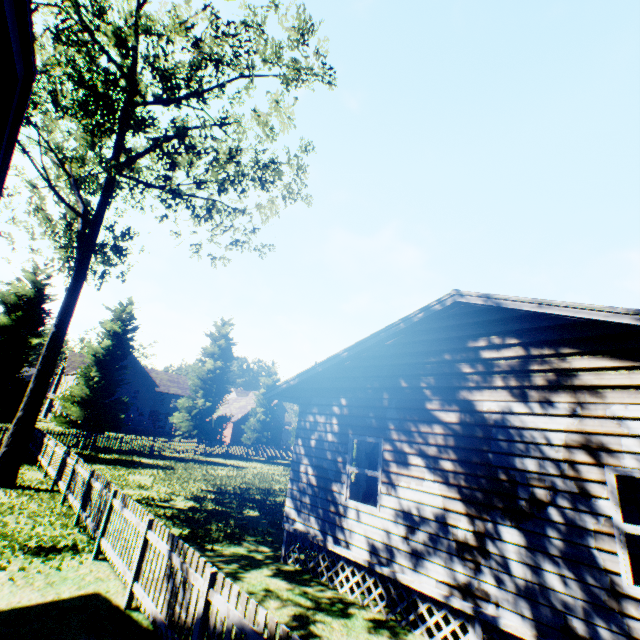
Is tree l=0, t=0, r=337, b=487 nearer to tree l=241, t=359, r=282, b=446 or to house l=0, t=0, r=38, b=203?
tree l=241, t=359, r=282, b=446

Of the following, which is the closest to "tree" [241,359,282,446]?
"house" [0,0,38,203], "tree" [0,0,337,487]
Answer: "tree" [0,0,337,487]

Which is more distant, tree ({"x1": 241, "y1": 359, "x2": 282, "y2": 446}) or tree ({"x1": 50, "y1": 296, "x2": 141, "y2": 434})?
tree ({"x1": 241, "y1": 359, "x2": 282, "y2": 446})

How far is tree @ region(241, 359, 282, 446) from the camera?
35.75m

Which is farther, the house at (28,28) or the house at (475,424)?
the house at (475,424)

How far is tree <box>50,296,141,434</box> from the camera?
24.67m

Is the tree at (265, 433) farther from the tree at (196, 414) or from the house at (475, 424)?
the house at (475, 424)

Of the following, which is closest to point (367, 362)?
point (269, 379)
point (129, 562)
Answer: point (129, 562)
